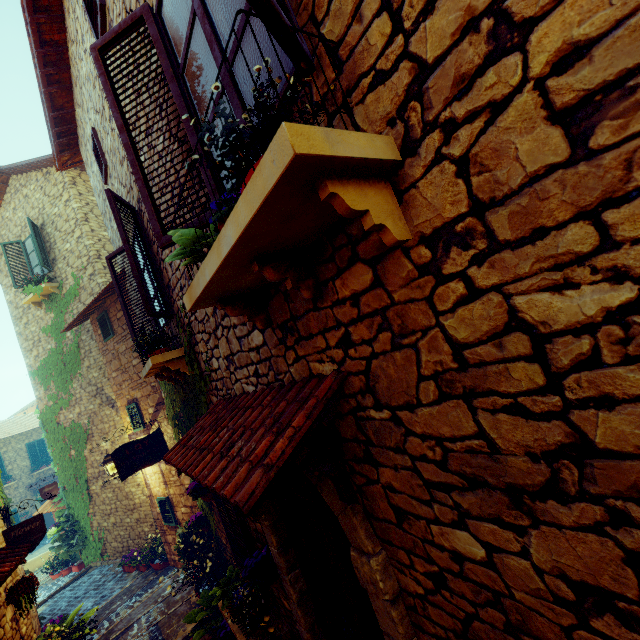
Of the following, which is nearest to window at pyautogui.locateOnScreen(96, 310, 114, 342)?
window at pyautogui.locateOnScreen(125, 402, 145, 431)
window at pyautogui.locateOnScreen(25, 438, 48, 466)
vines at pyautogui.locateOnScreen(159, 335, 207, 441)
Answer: window at pyautogui.locateOnScreen(125, 402, 145, 431)

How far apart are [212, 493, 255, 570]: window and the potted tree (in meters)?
2.19

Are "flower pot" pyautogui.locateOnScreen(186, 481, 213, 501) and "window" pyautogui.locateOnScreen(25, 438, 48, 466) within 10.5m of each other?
no

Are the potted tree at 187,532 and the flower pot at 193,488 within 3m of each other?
yes

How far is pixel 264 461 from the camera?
1.46m

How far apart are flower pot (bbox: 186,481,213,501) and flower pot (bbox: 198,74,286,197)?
5.2m

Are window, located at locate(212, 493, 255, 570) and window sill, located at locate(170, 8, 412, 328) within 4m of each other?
yes

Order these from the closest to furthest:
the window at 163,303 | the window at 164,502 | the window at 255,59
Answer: the window at 255,59 → the window at 163,303 → the window at 164,502
